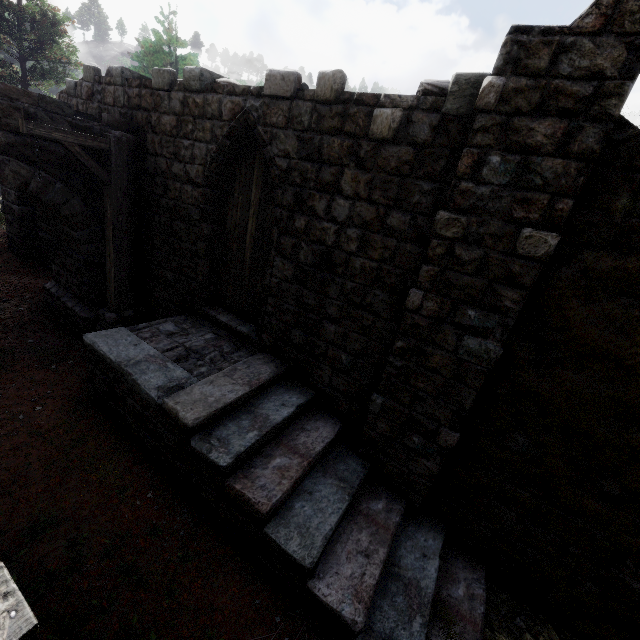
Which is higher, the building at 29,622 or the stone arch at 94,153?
the stone arch at 94,153

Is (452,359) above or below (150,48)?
below

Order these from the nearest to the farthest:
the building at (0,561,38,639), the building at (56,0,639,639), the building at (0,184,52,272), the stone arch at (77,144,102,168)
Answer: the building at (0,561,38,639) → the building at (56,0,639,639) → the stone arch at (77,144,102,168) → the building at (0,184,52,272)

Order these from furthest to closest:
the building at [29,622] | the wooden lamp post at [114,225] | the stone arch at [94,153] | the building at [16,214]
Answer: the building at [16,214] → the stone arch at [94,153] → the wooden lamp post at [114,225] → the building at [29,622]

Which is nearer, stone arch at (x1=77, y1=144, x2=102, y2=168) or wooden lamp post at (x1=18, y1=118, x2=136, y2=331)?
wooden lamp post at (x1=18, y1=118, x2=136, y2=331)

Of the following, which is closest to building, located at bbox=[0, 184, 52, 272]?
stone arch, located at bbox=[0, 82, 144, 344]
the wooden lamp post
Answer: stone arch, located at bbox=[0, 82, 144, 344]
